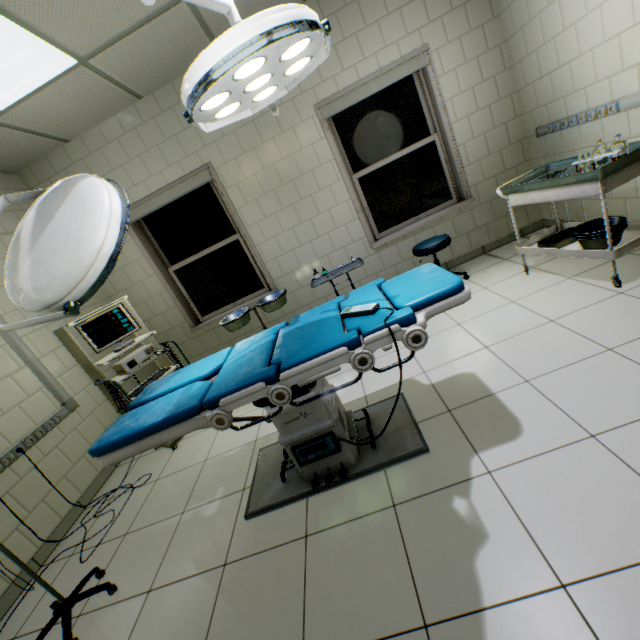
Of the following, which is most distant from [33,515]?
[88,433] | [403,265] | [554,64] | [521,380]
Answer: [554,64]

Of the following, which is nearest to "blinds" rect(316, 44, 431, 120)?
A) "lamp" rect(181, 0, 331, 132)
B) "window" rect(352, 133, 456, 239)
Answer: "window" rect(352, 133, 456, 239)

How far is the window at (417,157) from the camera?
3.91m

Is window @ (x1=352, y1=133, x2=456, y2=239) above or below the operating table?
above

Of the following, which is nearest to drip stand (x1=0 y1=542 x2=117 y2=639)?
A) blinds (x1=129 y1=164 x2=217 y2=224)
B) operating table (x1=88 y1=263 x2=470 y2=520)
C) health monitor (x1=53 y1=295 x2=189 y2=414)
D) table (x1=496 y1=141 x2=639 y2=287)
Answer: operating table (x1=88 y1=263 x2=470 y2=520)

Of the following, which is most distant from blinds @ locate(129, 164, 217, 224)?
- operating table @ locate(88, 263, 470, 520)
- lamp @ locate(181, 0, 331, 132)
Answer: operating table @ locate(88, 263, 470, 520)

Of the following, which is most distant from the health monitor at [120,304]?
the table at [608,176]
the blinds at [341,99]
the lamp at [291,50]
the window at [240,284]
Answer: the table at [608,176]

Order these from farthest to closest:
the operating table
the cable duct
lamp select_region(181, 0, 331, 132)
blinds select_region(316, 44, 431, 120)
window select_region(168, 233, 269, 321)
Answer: window select_region(168, 233, 269, 321) → blinds select_region(316, 44, 431, 120) → the cable duct → the operating table → lamp select_region(181, 0, 331, 132)
